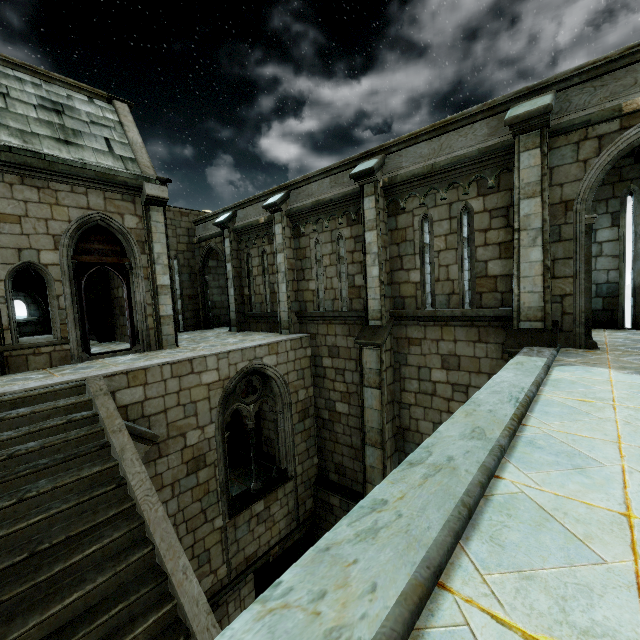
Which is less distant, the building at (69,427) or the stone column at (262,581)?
the building at (69,427)

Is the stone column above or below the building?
below

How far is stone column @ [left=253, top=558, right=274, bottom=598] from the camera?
9.4 meters

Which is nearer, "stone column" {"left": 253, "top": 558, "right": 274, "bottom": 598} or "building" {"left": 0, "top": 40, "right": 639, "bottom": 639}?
"building" {"left": 0, "top": 40, "right": 639, "bottom": 639}

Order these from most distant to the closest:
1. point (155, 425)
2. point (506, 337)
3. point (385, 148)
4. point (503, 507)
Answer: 1. point (385, 148)
2. point (155, 425)
3. point (506, 337)
4. point (503, 507)

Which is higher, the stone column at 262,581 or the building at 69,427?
the building at 69,427
